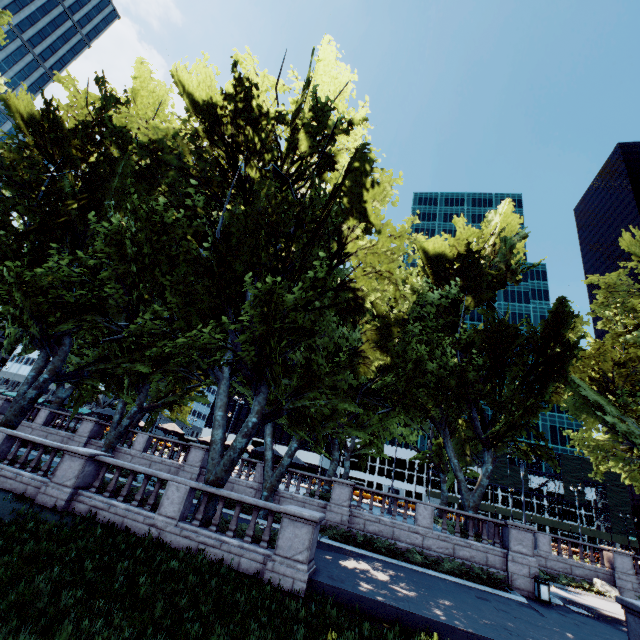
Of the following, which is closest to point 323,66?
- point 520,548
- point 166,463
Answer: point 166,463

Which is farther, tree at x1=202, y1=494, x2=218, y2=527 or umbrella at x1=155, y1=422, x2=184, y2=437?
umbrella at x1=155, y1=422, x2=184, y2=437

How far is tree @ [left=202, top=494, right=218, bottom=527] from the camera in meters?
12.6 m

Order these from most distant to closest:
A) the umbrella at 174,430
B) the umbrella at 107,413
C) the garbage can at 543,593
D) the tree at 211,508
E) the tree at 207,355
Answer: the umbrella at 107,413, the umbrella at 174,430, the garbage can at 543,593, the tree at 207,355, the tree at 211,508

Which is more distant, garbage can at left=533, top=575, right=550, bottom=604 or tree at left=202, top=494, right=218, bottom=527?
garbage can at left=533, top=575, right=550, bottom=604

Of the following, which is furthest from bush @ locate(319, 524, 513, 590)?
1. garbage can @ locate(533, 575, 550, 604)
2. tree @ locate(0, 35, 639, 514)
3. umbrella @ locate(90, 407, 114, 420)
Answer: umbrella @ locate(90, 407, 114, 420)

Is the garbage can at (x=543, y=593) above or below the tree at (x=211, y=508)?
below

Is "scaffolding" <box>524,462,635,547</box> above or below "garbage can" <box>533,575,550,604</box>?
above
